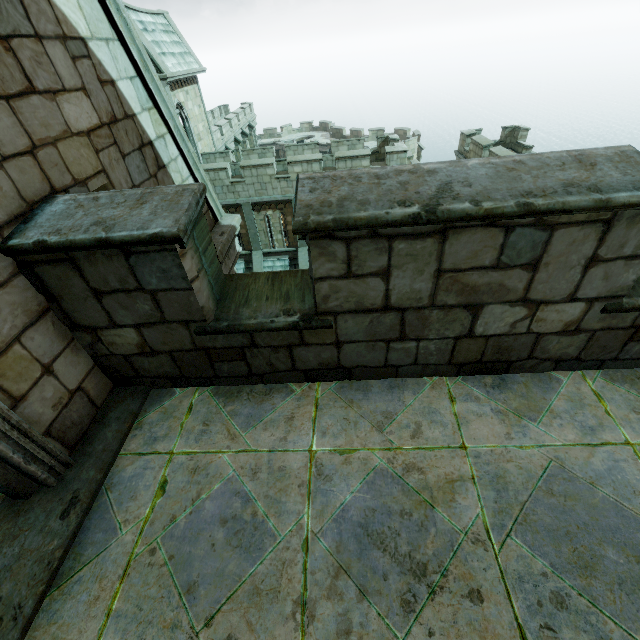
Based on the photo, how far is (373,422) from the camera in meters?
2.7 m
